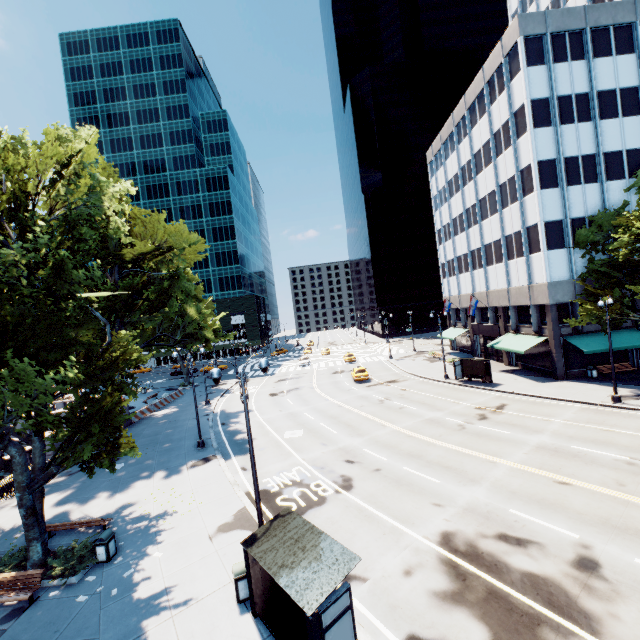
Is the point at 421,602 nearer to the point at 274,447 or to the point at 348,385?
the point at 274,447

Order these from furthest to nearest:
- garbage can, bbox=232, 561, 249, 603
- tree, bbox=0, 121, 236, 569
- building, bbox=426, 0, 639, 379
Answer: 1. building, bbox=426, 0, 639, 379
2. tree, bbox=0, 121, 236, 569
3. garbage can, bbox=232, 561, 249, 603

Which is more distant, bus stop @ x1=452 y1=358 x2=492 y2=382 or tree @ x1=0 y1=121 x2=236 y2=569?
bus stop @ x1=452 y1=358 x2=492 y2=382

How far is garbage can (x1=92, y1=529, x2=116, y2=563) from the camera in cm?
1255

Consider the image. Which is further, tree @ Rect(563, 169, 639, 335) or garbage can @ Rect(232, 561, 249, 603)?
tree @ Rect(563, 169, 639, 335)

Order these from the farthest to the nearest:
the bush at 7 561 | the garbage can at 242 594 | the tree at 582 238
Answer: the tree at 582 238 → the bush at 7 561 → the garbage can at 242 594

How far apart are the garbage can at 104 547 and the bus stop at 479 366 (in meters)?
29.34

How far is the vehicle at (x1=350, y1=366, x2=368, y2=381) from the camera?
38.34m
